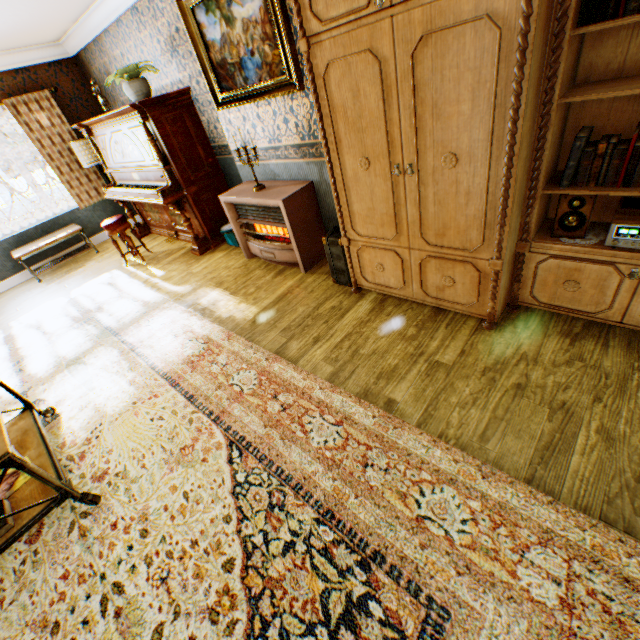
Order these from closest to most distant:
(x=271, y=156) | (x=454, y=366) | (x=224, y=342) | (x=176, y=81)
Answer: (x=454, y=366), (x=224, y=342), (x=271, y=156), (x=176, y=81)

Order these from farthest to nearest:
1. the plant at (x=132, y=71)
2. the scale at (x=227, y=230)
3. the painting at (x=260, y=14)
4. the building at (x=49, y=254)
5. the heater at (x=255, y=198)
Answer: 1. the building at (x=49, y=254)
2. the scale at (x=227, y=230)
3. the plant at (x=132, y=71)
4. the heater at (x=255, y=198)
5. the painting at (x=260, y=14)

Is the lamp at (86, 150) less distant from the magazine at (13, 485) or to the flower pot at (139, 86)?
the flower pot at (139, 86)

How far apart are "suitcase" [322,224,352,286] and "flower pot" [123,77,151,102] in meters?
3.4

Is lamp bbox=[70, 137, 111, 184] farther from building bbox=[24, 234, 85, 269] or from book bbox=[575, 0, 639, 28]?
book bbox=[575, 0, 639, 28]

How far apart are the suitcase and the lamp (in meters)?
5.44

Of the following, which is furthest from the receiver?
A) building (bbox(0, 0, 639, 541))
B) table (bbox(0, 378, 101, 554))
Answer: table (bbox(0, 378, 101, 554))

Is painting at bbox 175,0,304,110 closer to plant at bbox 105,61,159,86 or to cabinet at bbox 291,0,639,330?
cabinet at bbox 291,0,639,330
